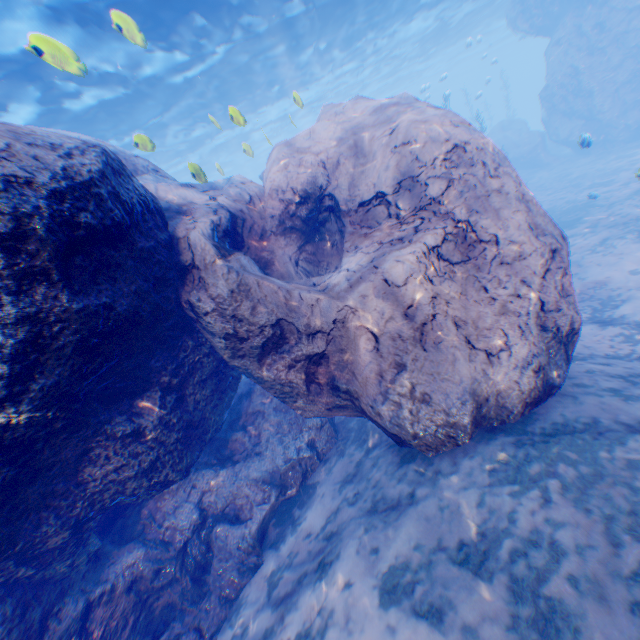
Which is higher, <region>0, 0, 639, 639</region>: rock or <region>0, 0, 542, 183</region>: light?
<region>0, 0, 542, 183</region>: light

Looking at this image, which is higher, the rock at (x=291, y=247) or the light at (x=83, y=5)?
the light at (x=83, y=5)

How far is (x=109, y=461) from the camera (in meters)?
4.43

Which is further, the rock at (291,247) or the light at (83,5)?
the light at (83,5)

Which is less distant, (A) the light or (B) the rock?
(B) the rock
